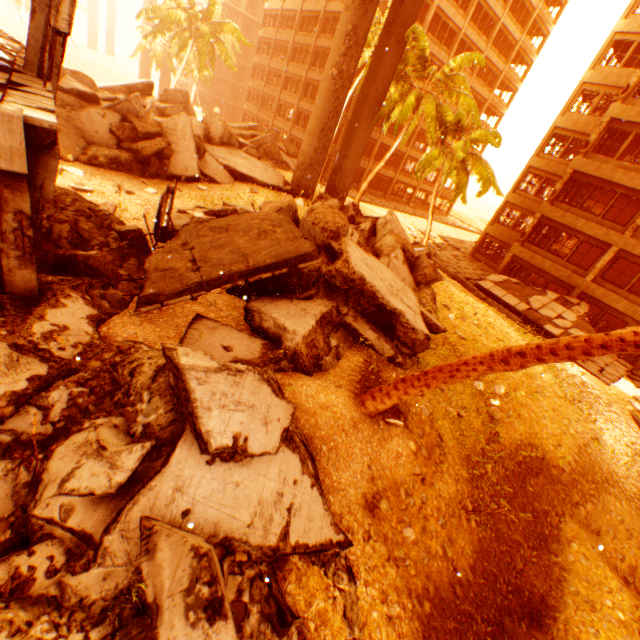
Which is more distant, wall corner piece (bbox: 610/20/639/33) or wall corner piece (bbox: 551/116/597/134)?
wall corner piece (bbox: 551/116/597/134)

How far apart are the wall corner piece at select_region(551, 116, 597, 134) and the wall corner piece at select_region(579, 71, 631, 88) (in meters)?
2.19

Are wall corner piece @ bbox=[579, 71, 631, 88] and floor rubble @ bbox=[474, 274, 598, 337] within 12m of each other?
no

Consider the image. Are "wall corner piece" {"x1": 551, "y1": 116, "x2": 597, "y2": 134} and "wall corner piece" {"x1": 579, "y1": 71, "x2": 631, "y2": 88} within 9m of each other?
yes

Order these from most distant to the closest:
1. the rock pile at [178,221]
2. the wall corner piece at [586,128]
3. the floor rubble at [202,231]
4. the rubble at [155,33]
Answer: the rubble at [155,33], the wall corner piece at [586,128], the rock pile at [178,221], the floor rubble at [202,231]

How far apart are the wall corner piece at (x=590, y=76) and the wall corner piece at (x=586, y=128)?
2.19m

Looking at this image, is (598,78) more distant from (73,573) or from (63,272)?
(73,573)

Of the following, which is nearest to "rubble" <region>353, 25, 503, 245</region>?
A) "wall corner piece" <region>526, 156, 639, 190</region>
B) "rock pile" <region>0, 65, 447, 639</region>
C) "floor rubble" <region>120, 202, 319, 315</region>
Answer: "rock pile" <region>0, 65, 447, 639</region>
